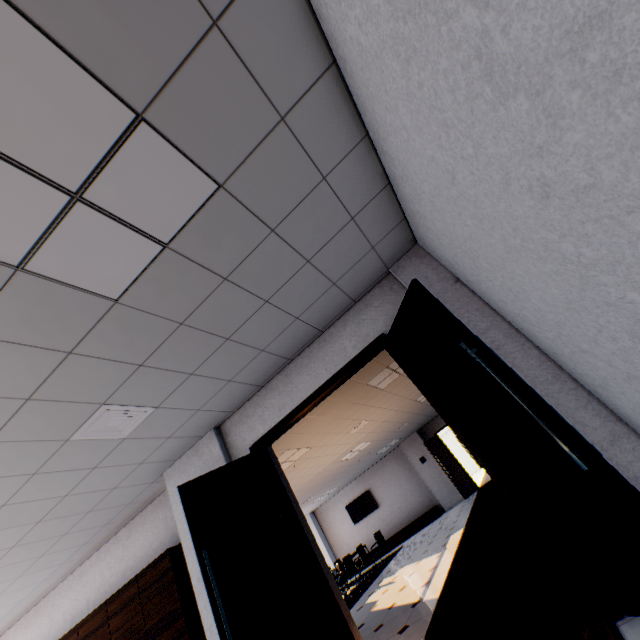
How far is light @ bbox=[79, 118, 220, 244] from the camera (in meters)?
1.52

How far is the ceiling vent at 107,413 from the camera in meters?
2.7 m

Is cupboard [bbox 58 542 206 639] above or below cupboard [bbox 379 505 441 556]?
above

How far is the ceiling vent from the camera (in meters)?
2.72

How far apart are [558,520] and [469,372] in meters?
1.1

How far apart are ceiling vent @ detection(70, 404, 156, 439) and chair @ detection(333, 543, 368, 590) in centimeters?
1033cm

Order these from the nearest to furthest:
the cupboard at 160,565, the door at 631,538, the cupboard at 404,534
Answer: the door at 631,538
the cupboard at 160,565
the cupboard at 404,534

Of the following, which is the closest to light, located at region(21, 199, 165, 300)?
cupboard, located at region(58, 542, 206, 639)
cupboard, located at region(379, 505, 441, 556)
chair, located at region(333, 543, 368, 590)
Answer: cupboard, located at region(58, 542, 206, 639)
